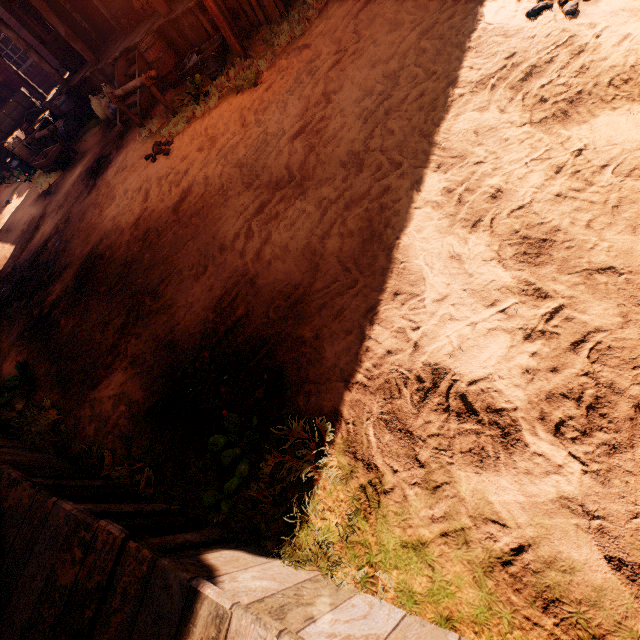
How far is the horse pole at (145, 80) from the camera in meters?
6.6

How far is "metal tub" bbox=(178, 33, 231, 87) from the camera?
6.7 meters

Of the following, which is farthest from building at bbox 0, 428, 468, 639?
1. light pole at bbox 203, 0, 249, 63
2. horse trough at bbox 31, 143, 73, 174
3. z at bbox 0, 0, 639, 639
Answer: horse trough at bbox 31, 143, 73, 174

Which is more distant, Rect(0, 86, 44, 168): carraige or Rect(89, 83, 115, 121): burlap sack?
Rect(0, 86, 44, 168): carraige

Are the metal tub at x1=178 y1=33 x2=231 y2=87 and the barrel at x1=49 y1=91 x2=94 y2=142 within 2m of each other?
no

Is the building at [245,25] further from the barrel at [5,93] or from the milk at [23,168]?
the milk at [23,168]

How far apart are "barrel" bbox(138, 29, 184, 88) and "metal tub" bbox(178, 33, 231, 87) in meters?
0.5

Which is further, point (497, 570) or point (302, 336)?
point (302, 336)
